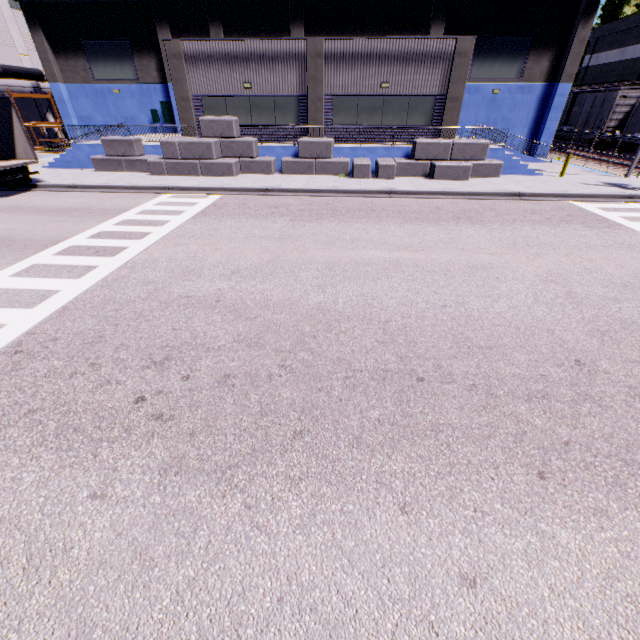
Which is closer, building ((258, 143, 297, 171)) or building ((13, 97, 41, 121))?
building ((258, 143, 297, 171))

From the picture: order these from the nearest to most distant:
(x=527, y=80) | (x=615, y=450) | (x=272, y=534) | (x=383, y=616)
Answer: (x=383, y=616)
(x=272, y=534)
(x=615, y=450)
(x=527, y=80)

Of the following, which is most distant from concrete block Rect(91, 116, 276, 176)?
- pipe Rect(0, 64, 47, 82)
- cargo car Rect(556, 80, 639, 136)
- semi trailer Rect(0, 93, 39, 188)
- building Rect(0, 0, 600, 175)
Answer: cargo car Rect(556, 80, 639, 136)

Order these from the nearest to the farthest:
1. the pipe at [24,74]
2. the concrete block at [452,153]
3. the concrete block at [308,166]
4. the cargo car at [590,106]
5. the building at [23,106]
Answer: the concrete block at [452,153], the concrete block at [308,166], the cargo car at [590,106], the pipe at [24,74], the building at [23,106]

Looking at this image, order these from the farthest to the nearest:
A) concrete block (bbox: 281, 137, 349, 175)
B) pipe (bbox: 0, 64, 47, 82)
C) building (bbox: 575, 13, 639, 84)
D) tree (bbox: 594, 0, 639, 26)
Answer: tree (bbox: 594, 0, 639, 26), building (bbox: 575, 13, 639, 84), pipe (bbox: 0, 64, 47, 82), concrete block (bbox: 281, 137, 349, 175)

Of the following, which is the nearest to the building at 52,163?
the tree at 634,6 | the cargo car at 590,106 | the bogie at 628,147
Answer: the tree at 634,6

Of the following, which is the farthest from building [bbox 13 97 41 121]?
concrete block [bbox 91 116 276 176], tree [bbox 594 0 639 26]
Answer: tree [bbox 594 0 639 26]

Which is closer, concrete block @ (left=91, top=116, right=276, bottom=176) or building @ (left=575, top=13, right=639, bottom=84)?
concrete block @ (left=91, top=116, right=276, bottom=176)
